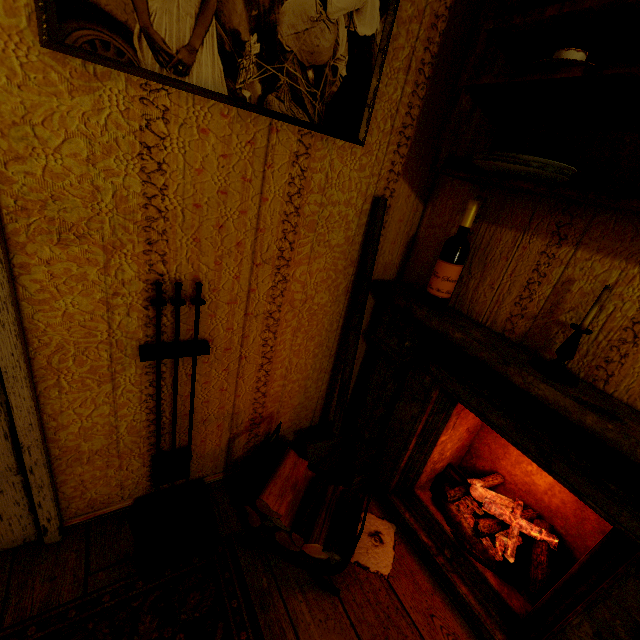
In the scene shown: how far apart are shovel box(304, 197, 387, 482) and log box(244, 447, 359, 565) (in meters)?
0.08

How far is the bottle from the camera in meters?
1.3

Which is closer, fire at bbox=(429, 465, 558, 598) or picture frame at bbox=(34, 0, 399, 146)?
picture frame at bbox=(34, 0, 399, 146)

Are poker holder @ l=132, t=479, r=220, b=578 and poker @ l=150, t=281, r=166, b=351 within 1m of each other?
yes

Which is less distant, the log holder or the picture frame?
the picture frame

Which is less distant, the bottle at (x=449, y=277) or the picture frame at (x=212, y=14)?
the picture frame at (x=212, y=14)

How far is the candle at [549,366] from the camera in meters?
1.0 m

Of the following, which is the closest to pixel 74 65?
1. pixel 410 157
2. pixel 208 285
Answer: pixel 208 285
